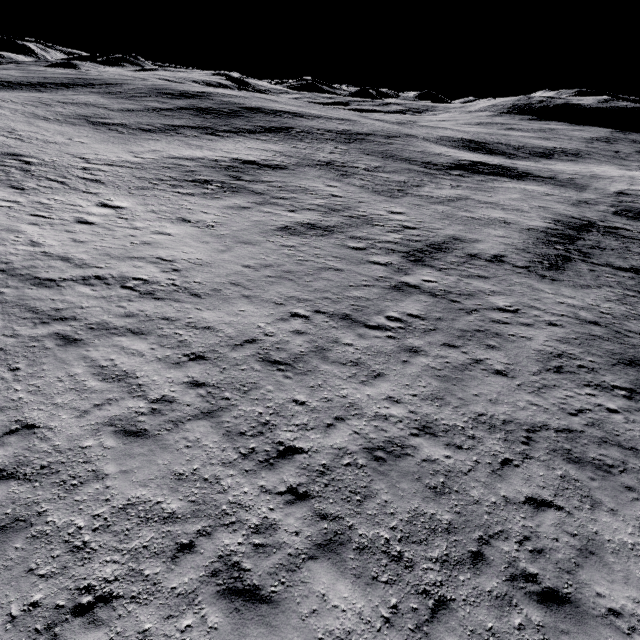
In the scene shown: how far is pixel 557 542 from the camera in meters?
7.1
